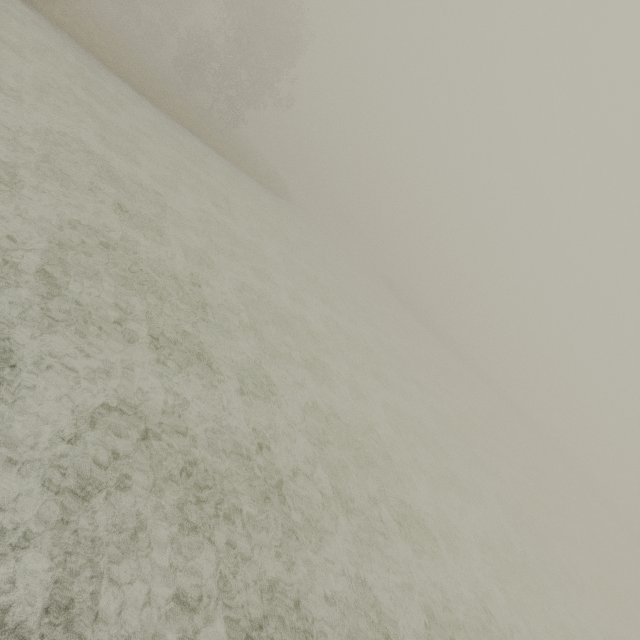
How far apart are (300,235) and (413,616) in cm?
2453
